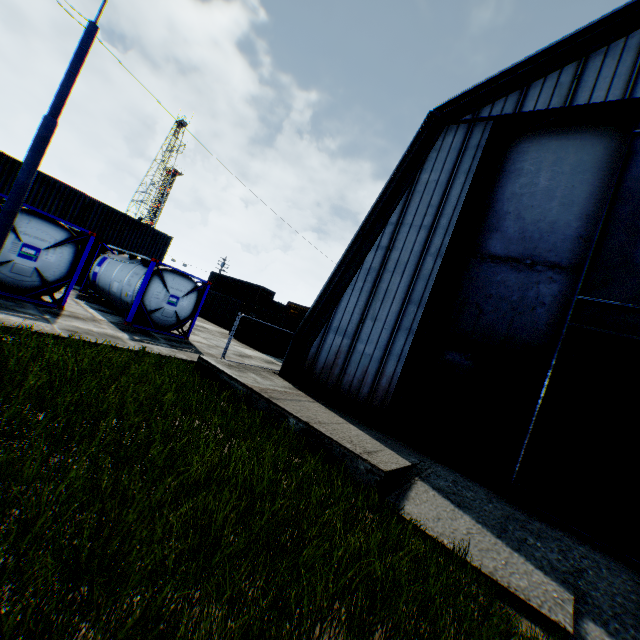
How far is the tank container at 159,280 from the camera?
13.9m

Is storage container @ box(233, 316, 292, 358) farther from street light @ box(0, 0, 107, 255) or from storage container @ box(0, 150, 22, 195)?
street light @ box(0, 0, 107, 255)

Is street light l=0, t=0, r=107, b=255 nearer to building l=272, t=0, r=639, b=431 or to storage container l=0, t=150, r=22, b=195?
building l=272, t=0, r=639, b=431

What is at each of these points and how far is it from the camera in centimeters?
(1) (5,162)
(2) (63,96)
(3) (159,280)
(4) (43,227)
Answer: (1) storage container, 1945cm
(2) street light, 804cm
(3) tank container, 1410cm
(4) tank container, 1077cm

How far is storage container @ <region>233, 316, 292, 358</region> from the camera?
22.8 meters

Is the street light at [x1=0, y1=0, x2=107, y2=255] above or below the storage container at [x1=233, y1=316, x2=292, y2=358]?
above

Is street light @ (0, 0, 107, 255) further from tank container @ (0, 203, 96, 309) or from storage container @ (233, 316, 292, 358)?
storage container @ (233, 316, 292, 358)

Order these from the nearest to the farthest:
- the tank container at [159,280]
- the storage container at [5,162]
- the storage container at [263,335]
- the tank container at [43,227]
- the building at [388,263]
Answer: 1. the building at [388,263]
2. the tank container at [43,227]
3. the tank container at [159,280]
4. the storage container at [5,162]
5. the storage container at [263,335]
